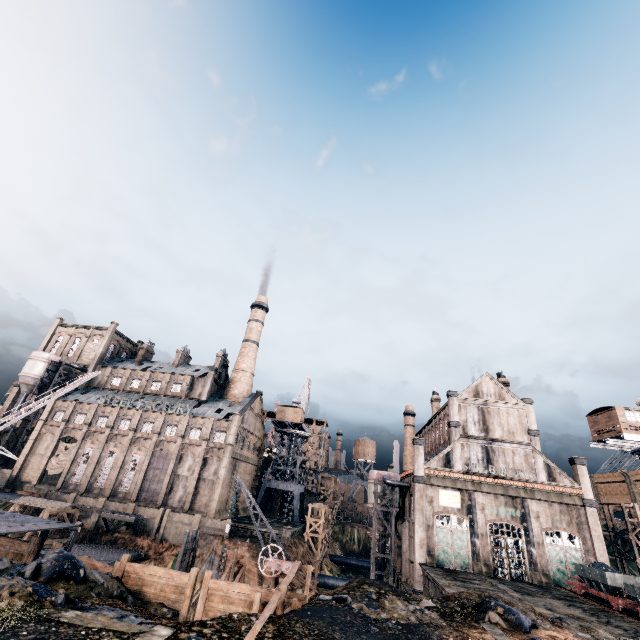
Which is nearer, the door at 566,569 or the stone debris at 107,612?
the stone debris at 107,612

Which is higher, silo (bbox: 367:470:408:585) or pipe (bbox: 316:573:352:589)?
silo (bbox: 367:470:408:585)

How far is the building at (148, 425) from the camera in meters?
50.9

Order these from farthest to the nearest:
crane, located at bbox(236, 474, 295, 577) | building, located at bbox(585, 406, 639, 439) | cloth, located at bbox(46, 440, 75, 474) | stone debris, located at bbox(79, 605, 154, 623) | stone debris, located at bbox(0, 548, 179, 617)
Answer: cloth, located at bbox(46, 440, 75, 474) → building, located at bbox(585, 406, 639, 439) → crane, located at bbox(236, 474, 295, 577) → stone debris, located at bbox(79, 605, 154, 623) → stone debris, located at bbox(0, 548, 179, 617)

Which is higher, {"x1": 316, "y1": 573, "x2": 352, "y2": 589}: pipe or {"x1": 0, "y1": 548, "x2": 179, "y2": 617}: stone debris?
{"x1": 0, "y1": 548, "x2": 179, "y2": 617}: stone debris

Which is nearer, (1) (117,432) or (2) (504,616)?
(2) (504,616)

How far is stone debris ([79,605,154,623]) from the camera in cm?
1343

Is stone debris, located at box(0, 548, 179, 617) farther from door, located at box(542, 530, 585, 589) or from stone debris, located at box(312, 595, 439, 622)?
door, located at box(542, 530, 585, 589)
